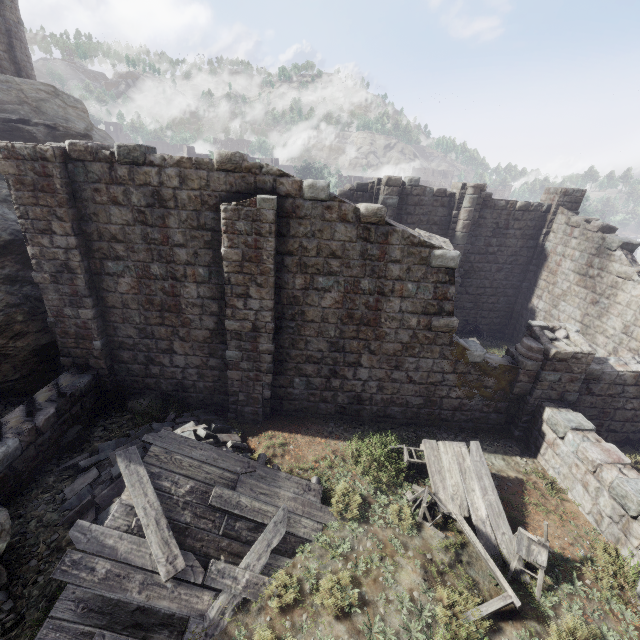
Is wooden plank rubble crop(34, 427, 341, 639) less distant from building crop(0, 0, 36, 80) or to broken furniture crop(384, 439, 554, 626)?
broken furniture crop(384, 439, 554, 626)

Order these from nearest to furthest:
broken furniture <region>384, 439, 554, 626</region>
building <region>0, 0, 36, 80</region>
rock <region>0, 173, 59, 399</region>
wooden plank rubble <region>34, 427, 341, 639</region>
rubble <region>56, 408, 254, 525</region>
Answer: wooden plank rubble <region>34, 427, 341, 639</region>, broken furniture <region>384, 439, 554, 626</region>, rubble <region>56, 408, 254, 525</region>, rock <region>0, 173, 59, 399</region>, building <region>0, 0, 36, 80</region>

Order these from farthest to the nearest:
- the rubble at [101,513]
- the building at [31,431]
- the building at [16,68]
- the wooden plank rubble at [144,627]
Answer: the building at [16,68] < the building at [31,431] < the rubble at [101,513] < the wooden plank rubble at [144,627]

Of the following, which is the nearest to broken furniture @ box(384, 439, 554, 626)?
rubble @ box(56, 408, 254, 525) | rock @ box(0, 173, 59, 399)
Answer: rubble @ box(56, 408, 254, 525)

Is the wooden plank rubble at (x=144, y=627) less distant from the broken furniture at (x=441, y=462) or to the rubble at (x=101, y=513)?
the rubble at (x=101, y=513)

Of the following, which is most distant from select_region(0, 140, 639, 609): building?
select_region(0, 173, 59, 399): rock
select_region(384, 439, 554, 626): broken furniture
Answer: select_region(384, 439, 554, 626): broken furniture

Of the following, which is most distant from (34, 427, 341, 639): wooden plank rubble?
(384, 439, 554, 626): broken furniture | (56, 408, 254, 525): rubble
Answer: (384, 439, 554, 626): broken furniture

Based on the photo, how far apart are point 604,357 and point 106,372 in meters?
15.7 m
